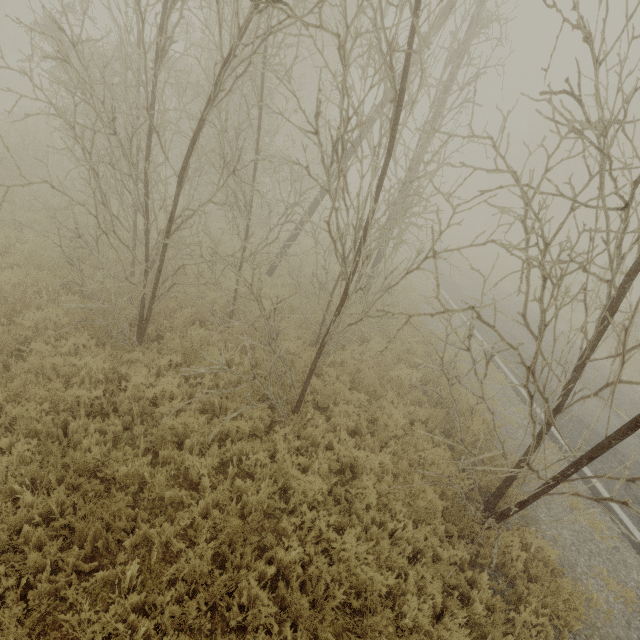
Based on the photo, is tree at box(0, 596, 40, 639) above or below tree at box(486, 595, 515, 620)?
below

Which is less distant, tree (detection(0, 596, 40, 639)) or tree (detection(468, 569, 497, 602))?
tree (detection(0, 596, 40, 639))

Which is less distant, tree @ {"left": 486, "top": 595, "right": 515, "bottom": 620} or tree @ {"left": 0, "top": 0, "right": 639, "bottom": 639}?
tree @ {"left": 0, "top": 0, "right": 639, "bottom": 639}

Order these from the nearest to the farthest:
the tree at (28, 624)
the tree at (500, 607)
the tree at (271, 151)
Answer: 1. the tree at (28, 624)
2. the tree at (271, 151)
3. the tree at (500, 607)

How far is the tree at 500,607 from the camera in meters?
4.2

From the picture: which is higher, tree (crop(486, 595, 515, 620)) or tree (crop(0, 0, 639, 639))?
tree (crop(486, 595, 515, 620))

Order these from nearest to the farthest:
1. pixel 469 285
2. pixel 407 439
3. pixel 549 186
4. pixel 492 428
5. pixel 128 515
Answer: pixel 128 515 < pixel 407 439 < pixel 492 428 < pixel 469 285 < pixel 549 186
